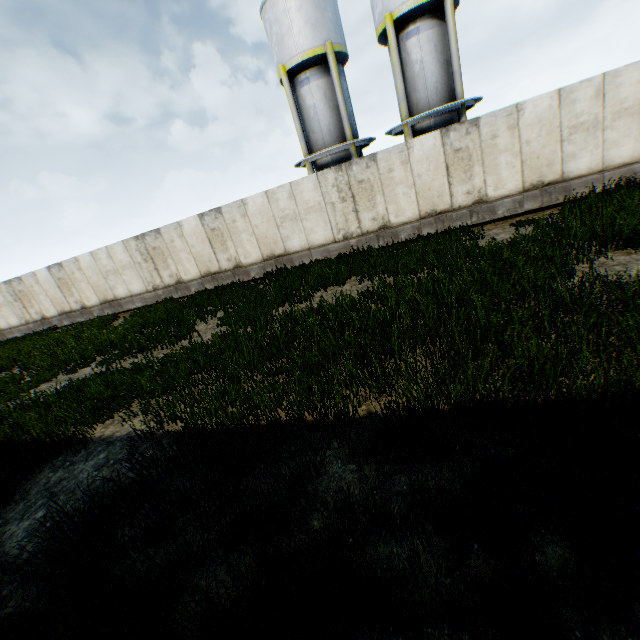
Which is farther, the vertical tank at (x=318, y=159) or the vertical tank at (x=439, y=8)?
the vertical tank at (x=318, y=159)

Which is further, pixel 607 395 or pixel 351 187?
pixel 351 187

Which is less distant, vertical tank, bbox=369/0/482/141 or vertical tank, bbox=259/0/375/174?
vertical tank, bbox=369/0/482/141
